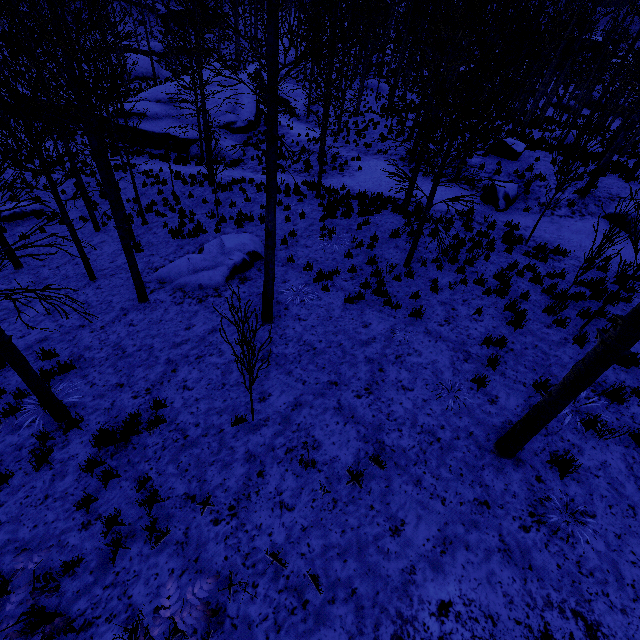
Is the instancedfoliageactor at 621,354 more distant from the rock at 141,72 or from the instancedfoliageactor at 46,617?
the rock at 141,72

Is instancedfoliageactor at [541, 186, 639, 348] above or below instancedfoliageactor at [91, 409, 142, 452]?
above

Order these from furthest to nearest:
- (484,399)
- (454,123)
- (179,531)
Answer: (454,123)
(484,399)
(179,531)

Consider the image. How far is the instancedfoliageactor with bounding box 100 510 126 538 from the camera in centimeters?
423cm

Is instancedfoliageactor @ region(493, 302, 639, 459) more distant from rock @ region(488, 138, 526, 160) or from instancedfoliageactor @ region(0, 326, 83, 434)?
rock @ region(488, 138, 526, 160)

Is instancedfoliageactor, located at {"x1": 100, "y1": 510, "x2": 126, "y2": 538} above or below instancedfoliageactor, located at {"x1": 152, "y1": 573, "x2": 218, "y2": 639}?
below

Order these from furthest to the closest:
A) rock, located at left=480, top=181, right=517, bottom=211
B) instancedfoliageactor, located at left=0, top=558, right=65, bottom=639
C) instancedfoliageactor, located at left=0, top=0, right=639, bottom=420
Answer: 1. rock, located at left=480, top=181, right=517, bottom=211
2. instancedfoliageactor, located at left=0, top=0, right=639, bottom=420
3. instancedfoliageactor, located at left=0, top=558, right=65, bottom=639

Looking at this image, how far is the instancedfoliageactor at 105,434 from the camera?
5.25m
